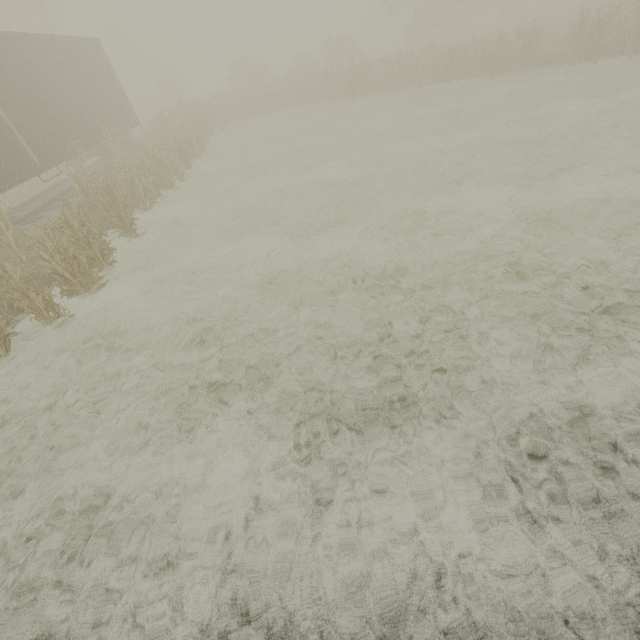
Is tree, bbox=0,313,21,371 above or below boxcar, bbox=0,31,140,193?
below

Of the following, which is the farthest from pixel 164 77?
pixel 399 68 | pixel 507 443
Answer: pixel 507 443

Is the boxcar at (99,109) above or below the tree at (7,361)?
above

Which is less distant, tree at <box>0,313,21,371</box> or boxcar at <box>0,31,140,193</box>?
tree at <box>0,313,21,371</box>

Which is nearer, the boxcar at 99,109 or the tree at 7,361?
the tree at 7,361
